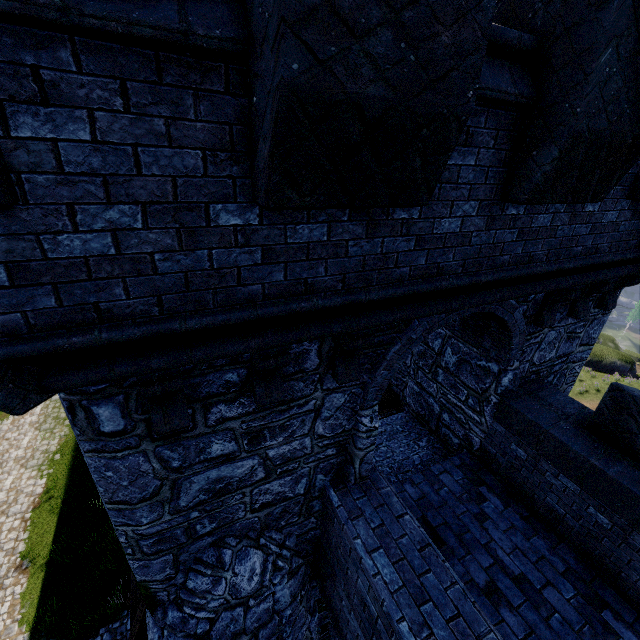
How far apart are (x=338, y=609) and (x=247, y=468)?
3.4m

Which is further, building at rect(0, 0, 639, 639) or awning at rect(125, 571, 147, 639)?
awning at rect(125, 571, 147, 639)

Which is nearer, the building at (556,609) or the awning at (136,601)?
the building at (556,609)

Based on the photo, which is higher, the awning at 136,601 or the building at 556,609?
the building at 556,609

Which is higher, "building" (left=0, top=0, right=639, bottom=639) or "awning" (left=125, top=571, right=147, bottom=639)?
"building" (left=0, top=0, right=639, bottom=639)
